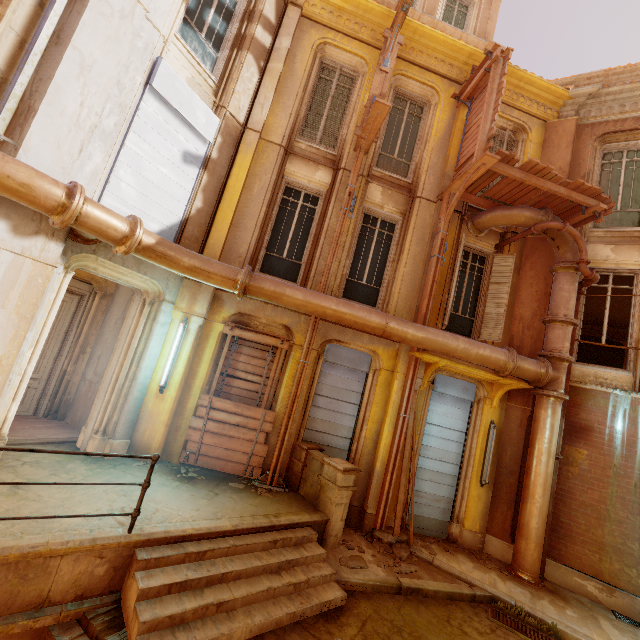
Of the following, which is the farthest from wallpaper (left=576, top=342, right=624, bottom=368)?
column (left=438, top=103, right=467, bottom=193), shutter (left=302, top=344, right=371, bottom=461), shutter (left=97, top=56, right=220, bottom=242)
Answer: shutter (left=97, top=56, right=220, bottom=242)

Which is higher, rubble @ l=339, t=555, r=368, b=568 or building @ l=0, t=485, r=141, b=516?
building @ l=0, t=485, r=141, b=516

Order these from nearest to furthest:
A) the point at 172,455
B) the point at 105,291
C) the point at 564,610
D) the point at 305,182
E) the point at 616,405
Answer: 1. the point at 564,610
2. the point at 172,455
3. the point at 616,405
4. the point at 105,291
5. the point at 305,182

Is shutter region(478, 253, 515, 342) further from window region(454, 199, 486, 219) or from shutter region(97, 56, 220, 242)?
shutter region(97, 56, 220, 242)

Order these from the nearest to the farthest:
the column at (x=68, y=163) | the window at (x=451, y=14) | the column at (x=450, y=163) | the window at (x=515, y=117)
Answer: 1. the column at (x=68, y=163)
2. the column at (x=450, y=163)
3. the window at (x=515, y=117)
4. the window at (x=451, y=14)

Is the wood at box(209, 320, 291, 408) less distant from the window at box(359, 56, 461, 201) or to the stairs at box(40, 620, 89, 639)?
the stairs at box(40, 620, 89, 639)

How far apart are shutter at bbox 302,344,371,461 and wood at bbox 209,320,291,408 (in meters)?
0.84

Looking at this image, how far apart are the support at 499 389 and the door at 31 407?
10.4m
